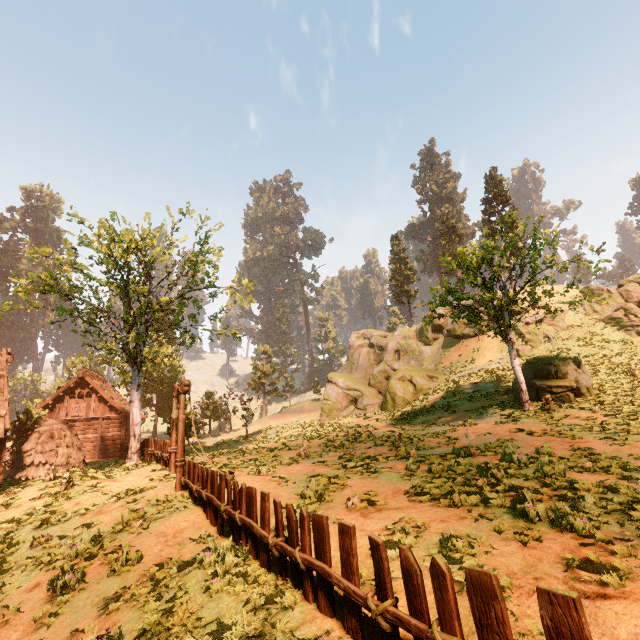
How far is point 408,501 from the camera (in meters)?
7.91

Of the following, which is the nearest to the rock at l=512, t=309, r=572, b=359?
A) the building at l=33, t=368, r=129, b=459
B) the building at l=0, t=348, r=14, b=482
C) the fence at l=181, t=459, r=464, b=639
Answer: the building at l=33, t=368, r=129, b=459

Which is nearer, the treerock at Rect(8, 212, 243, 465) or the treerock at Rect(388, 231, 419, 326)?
the treerock at Rect(8, 212, 243, 465)

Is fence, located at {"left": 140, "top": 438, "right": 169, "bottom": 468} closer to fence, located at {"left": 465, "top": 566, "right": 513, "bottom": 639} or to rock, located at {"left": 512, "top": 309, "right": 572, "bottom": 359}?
fence, located at {"left": 465, "top": 566, "right": 513, "bottom": 639}

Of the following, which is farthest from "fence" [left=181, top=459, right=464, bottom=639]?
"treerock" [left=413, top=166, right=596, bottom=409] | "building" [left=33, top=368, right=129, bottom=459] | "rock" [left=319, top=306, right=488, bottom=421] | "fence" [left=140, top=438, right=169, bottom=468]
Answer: "building" [left=33, top=368, right=129, bottom=459]

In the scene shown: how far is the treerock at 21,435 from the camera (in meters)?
23.33

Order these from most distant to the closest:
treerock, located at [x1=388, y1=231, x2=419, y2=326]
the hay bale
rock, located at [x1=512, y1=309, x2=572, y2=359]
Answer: treerock, located at [x1=388, y1=231, x2=419, y2=326] → rock, located at [x1=512, y1=309, x2=572, y2=359] → the hay bale
